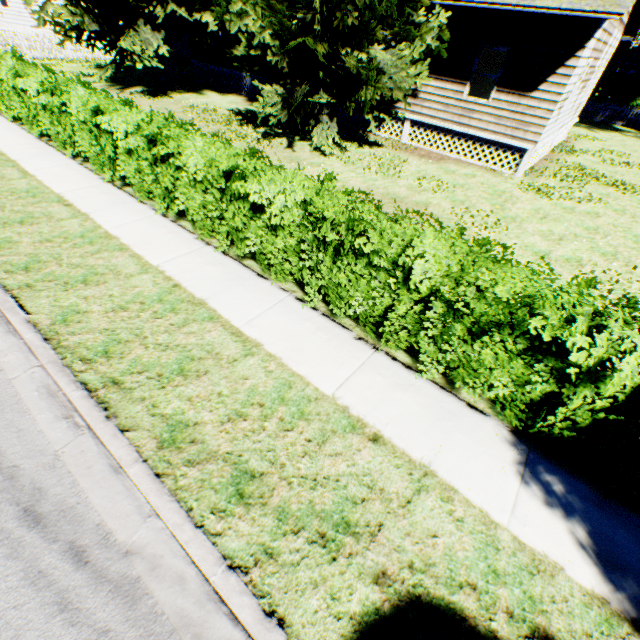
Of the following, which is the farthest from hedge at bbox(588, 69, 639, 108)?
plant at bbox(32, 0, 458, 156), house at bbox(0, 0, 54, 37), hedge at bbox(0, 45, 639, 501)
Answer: hedge at bbox(0, 45, 639, 501)

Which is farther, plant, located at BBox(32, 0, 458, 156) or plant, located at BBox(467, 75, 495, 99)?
plant, located at BBox(467, 75, 495, 99)

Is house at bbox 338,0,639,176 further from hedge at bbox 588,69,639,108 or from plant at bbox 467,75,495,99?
hedge at bbox 588,69,639,108

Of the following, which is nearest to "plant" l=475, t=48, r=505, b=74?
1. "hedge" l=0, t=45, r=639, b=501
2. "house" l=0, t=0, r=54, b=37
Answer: "house" l=0, t=0, r=54, b=37

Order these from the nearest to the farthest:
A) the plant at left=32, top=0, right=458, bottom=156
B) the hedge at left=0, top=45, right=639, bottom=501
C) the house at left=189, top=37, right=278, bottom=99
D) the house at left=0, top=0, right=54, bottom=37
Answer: the hedge at left=0, top=45, right=639, bottom=501, the plant at left=32, top=0, right=458, bottom=156, the house at left=189, top=37, right=278, bottom=99, the house at left=0, top=0, right=54, bottom=37

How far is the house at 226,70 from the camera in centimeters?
1777cm

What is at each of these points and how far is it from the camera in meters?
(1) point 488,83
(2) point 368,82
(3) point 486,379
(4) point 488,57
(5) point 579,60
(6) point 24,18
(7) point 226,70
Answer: (1) plant, 16.6
(2) plant, 9.6
(3) hedge, 4.0
(4) plant, 16.4
(5) house, 9.8
(6) house, 23.8
(7) house, 18.3

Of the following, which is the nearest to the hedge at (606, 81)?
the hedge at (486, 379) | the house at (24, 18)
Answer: the house at (24, 18)
